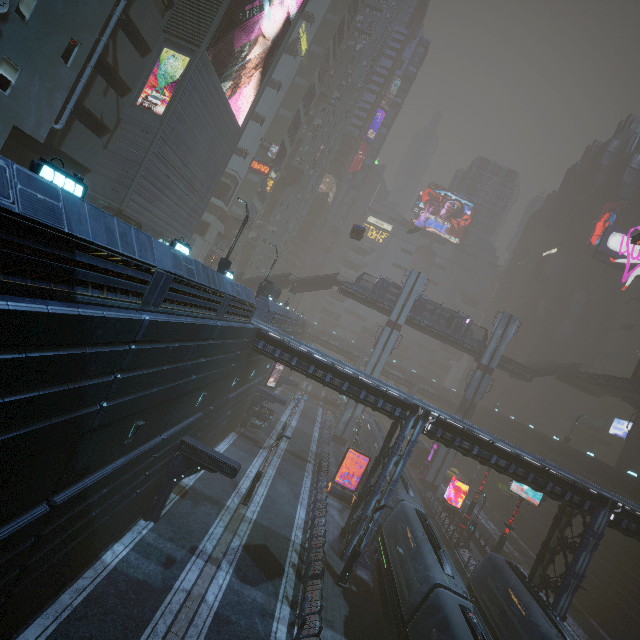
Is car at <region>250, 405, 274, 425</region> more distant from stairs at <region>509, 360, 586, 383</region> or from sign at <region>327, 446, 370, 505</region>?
stairs at <region>509, 360, 586, 383</region>

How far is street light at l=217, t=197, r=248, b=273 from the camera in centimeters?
1995cm

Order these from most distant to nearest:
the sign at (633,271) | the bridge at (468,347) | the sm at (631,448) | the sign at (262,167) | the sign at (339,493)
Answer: the sign at (633,271), the sign at (262,167), the bridge at (468,347), the sm at (631,448), the sign at (339,493)

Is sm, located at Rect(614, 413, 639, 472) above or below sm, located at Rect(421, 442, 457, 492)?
above

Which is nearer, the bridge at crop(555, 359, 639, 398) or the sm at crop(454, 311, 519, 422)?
the bridge at crop(555, 359, 639, 398)

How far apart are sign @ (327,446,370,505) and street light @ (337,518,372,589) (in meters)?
9.56

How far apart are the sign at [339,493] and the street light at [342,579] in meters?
9.6 m

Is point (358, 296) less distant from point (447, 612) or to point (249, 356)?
point (249, 356)
